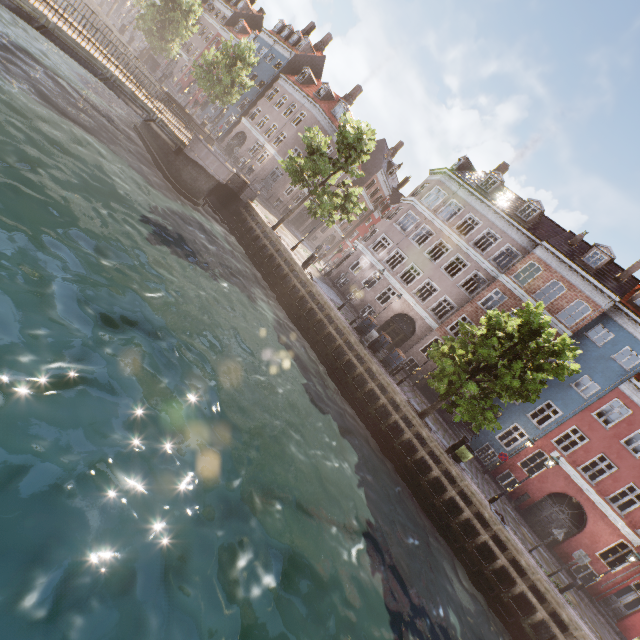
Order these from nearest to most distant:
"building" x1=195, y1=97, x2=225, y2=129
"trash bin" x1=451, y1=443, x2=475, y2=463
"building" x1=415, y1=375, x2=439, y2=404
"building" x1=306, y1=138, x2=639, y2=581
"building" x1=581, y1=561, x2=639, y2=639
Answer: "trash bin" x1=451, y1=443, x2=475, y2=463 → "building" x1=581, y1=561, x2=639, y2=639 → "building" x1=306, y1=138, x2=639, y2=581 → "building" x1=415, y1=375, x2=439, y2=404 → "building" x1=195, y1=97, x2=225, y2=129

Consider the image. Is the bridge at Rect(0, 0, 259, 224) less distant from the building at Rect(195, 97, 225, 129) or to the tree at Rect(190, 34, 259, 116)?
the tree at Rect(190, 34, 259, 116)

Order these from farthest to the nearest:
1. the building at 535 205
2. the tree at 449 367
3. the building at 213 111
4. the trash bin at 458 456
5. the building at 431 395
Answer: the building at 213 111, the building at 431 395, the building at 535 205, the trash bin at 458 456, the tree at 449 367

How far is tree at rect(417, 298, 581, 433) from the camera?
14.1m

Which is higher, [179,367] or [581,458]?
[581,458]

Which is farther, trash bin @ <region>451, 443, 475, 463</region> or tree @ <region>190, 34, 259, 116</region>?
tree @ <region>190, 34, 259, 116</region>

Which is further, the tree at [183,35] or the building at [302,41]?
the building at [302,41]

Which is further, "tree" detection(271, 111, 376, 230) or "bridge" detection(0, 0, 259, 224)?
"tree" detection(271, 111, 376, 230)
